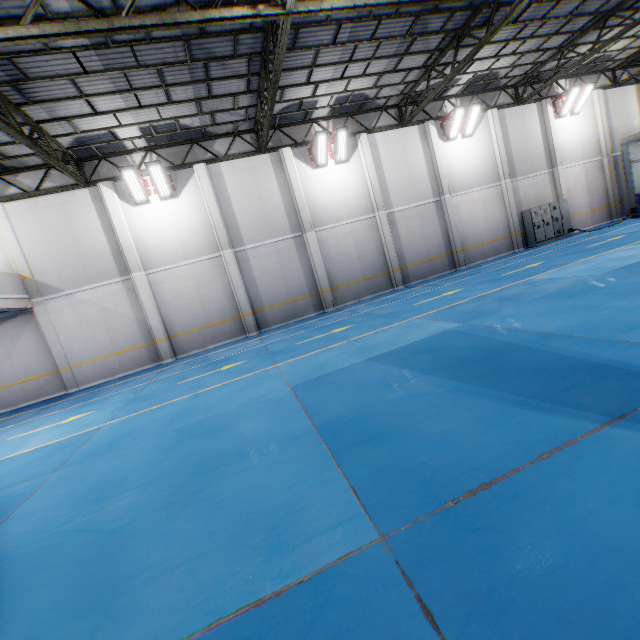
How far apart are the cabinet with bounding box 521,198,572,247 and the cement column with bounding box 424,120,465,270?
4.4m

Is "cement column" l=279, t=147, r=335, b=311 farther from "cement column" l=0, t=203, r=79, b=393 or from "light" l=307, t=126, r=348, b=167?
"cement column" l=0, t=203, r=79, b=393

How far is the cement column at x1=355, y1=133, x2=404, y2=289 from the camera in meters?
16.0

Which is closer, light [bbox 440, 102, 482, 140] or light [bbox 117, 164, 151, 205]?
light [bbox 117, 164, 151, 205]

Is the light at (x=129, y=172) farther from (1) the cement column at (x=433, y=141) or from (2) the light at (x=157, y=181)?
(1) the cement column at (x=433, y=141)

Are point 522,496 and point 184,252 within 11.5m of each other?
no

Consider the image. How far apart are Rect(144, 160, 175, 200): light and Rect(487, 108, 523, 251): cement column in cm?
1703

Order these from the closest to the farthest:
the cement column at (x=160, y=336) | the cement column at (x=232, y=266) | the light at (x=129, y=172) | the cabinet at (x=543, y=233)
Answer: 1. the light at (x=129, y=172)
2. the cement column at (x=160, y=336)
3. the cement column at (x=232, y=266)
4. the cabinet at (x=543, y=233)
